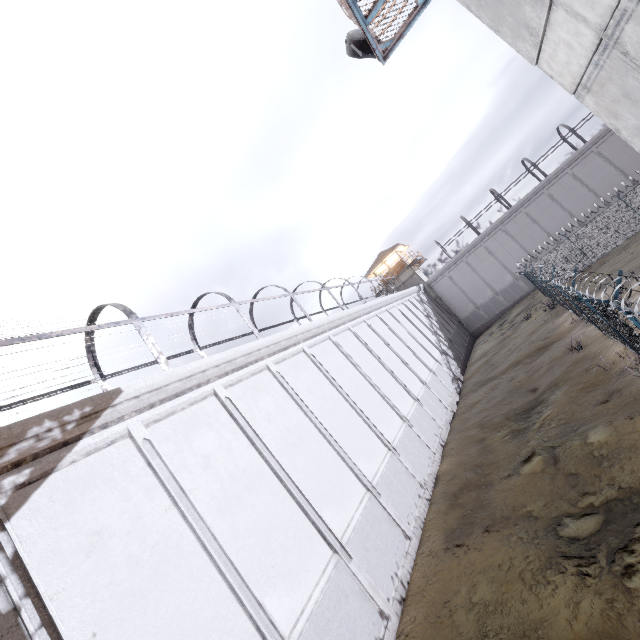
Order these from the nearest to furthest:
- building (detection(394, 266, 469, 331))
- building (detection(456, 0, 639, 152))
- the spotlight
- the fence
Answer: building (detection(456, 0, 639, 152))
the fence
the spotlight
building (detection(394, 266, 469, 331))

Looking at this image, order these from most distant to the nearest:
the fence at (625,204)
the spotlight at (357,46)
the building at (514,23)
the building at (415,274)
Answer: the building at (415,274)
the spotlight at (357,46)
the fence at (625,204)
the building at (514,23)

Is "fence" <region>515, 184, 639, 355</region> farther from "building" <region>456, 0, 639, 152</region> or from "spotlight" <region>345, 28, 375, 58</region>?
"spotlight" <region>345, 28, 375, 58</region>

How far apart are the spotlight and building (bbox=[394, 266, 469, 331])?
31.81m

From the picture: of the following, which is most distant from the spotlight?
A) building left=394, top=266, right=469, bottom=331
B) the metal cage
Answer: building left=394, top=266, right=469, bottom=331

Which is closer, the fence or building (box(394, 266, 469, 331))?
the fence

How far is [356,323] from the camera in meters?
19.0

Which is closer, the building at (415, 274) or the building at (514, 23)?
the building at (514, 23)
